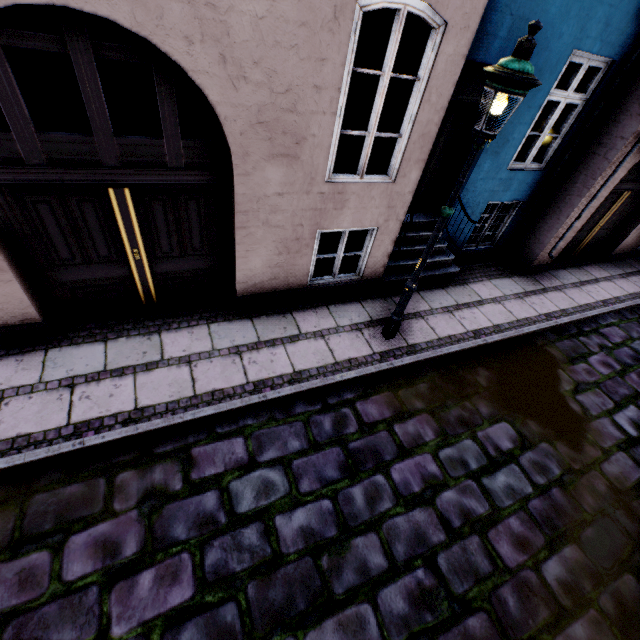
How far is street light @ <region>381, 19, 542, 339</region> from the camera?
2.7m

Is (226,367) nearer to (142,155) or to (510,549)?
(142,155)

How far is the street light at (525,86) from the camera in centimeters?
272cm
